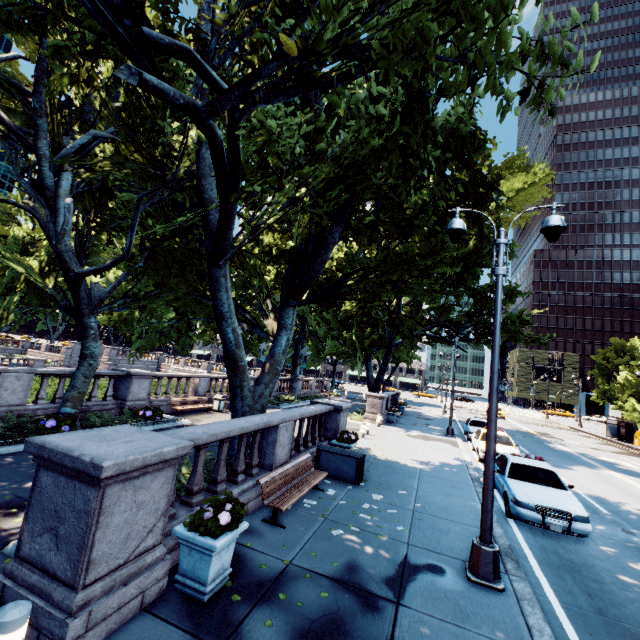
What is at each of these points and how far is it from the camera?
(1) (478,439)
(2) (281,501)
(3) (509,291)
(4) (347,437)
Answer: (1) vehicle, 17.1 meters
(2) bench, 7.0 meters
(3) tree, 22.1 meters
(4) plant, 11.8 meters

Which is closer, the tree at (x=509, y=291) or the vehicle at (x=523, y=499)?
the vehicle at (x=523, y=499)

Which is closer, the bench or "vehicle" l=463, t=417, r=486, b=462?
the bench

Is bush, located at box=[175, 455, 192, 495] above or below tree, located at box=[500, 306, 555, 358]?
below

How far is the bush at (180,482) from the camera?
7.59m

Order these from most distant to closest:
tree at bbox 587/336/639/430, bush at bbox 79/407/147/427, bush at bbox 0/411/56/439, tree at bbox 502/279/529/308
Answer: tree at bbox 587/336/639/430 → tree at bbox 502/279/529/308 → bush at bbox 79/407/147/427 → bush at bbox 0/411/56/439

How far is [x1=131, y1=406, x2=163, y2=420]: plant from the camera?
14.29m

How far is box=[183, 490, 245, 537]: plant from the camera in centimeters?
466cm
